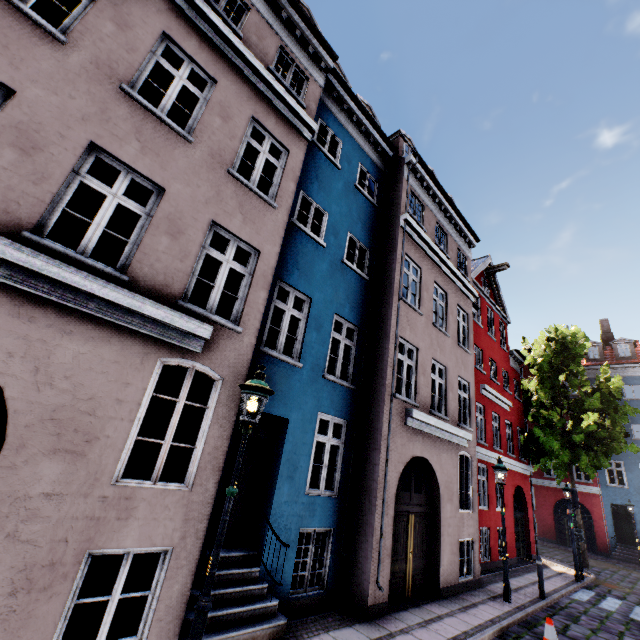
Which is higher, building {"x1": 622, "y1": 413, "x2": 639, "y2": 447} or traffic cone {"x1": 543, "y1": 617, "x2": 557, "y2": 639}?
building {"x1": 622, "y1": 413, "x2": 639, "y2": 447}

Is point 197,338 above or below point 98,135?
below

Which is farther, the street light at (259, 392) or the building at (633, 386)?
the building at (633, 386)

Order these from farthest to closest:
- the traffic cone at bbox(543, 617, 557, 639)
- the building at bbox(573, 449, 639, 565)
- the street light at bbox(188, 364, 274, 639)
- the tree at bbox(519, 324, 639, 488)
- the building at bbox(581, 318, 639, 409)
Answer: the building at bbox(581, 318, 639, 409)
the building at bbox(573, 449, 639, 565)
the tree at bbox(519, 324, 639, 488)
the traffic cone at bbox(543, 617, 557, 639)
the street light at bbox(188, 364, 274, 639)

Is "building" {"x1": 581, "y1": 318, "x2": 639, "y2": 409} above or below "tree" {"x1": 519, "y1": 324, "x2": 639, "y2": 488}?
above

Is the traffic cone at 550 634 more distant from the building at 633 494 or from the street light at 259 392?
the street light at 259 392

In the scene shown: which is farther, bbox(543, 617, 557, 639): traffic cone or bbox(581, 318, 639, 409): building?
bbox(581, 318, 639, 409): building

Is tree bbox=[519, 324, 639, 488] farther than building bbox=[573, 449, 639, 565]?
No
